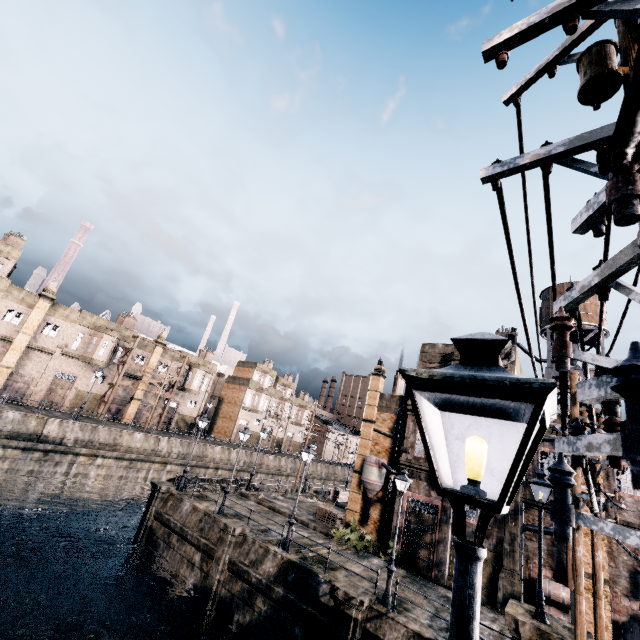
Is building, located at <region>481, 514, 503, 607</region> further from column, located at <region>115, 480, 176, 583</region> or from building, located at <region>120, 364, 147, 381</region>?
building, located at <region>120, 364, 147, 381</region>

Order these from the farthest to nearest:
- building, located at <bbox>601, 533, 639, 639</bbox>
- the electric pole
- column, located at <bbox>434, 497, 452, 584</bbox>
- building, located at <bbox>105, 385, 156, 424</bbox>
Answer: building, located at <bbox>105, 385, 156, 424</bbox> < column, located at <bbox>434, 497, 452, 584</bbox> < building, located at <bbox>601, 533, 639, 639</bbox> < the electric pole

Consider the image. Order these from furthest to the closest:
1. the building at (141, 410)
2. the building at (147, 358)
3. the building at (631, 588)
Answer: the building at (147, 358), the building at (141, 410), the building at (631, 588)

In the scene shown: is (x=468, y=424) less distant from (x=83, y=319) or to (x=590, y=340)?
(x=590, y=340)

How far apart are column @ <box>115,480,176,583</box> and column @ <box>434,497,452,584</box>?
19.4 meters

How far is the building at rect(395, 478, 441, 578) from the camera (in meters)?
21.80

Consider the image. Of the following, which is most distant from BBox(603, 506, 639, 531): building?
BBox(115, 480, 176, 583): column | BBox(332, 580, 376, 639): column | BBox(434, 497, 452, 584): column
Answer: BBox(115, 480, 176, 583): column

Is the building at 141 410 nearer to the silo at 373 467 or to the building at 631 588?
the building at 631 588
